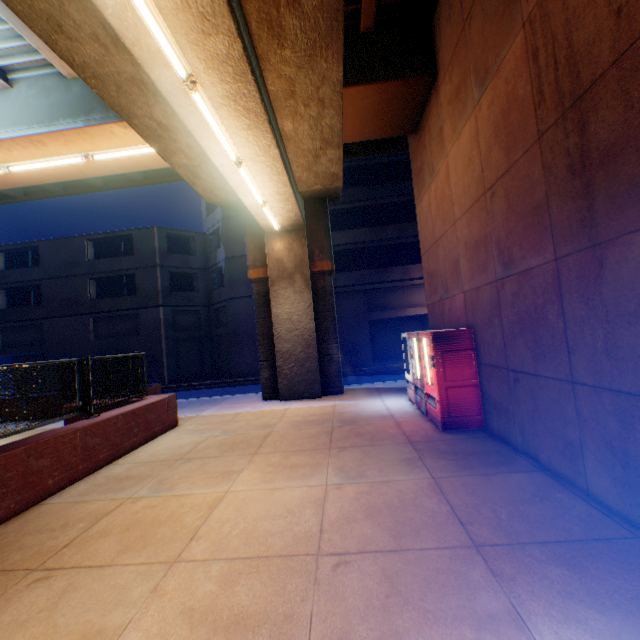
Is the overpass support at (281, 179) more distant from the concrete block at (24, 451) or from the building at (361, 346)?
the building at (361, 346)

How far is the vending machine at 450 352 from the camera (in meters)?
6.52

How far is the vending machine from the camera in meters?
6.5

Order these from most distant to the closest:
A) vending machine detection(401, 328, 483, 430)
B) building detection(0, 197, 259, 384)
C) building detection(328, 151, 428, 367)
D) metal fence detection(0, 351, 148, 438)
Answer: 1. building detection(0, 197, 259, 384)
2. building detection(328, 151, 428, 367)
3. vending machine detection(401, 328, 483, 430)
4. metal fence detection(0, 351, 148, 438)

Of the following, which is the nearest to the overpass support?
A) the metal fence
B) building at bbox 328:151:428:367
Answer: the metal fence

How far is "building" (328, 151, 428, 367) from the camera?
22.7m

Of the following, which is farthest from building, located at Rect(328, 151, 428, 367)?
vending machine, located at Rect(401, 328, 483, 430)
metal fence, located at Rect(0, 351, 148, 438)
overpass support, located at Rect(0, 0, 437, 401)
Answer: vending machine, located at Rect(401, 328, 483, 430)

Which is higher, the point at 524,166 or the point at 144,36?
the point at 144,36
